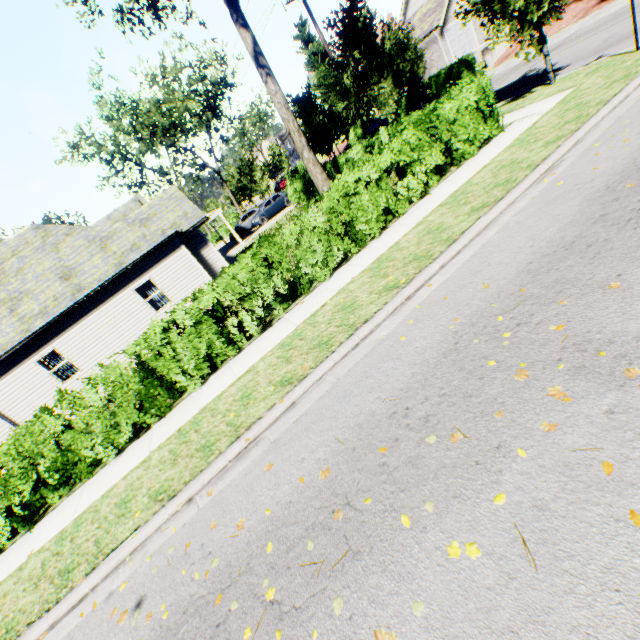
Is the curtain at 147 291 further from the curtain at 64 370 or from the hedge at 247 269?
the hedge at 247 269

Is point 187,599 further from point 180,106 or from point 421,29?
point 421,29

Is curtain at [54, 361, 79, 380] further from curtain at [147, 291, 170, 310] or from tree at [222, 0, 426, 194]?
tree at [222, 0, 426, 194]

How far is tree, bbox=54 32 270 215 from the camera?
28.3 meters

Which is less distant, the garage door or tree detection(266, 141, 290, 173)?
the garage door

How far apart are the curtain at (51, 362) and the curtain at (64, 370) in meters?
0.1 m

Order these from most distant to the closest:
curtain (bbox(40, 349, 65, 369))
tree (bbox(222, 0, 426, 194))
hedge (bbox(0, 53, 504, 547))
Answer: curtain (bbox(40, 349, 65, 369))
tree (bbox(222, 0, 426, 194))
hedge (bbox(0, 53, 504, 547))

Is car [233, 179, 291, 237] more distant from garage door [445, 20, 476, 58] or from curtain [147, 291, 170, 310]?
garage door [445, 20, 476, 58]
